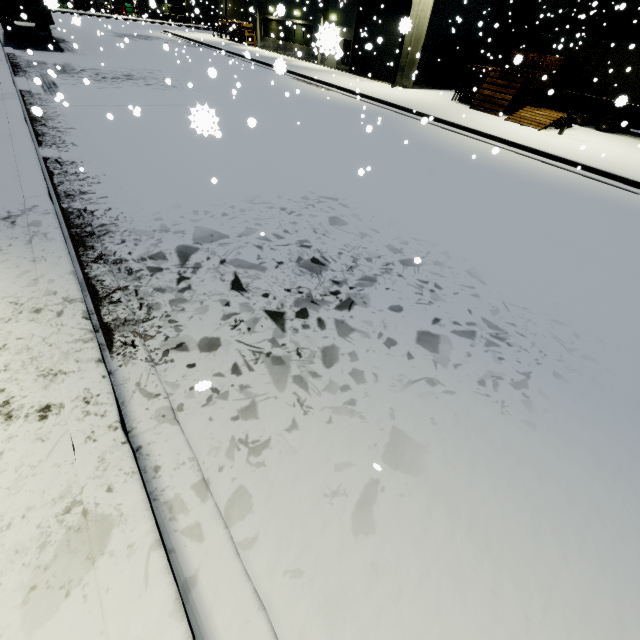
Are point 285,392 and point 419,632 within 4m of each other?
yes

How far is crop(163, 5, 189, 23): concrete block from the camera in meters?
50.8 m

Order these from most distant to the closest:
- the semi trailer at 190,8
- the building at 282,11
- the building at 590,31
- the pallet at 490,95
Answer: the building at 590,31
the semi trailer at 190,8
the building at 282,11
the pallet at 490,95

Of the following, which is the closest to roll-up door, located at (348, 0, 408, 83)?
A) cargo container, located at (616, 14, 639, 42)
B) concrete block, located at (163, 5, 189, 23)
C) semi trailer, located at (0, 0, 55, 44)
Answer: cargo container, located at (616, 14, 639, 42)

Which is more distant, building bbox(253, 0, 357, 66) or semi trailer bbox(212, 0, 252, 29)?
semi trailer bbox(212, 0, 252, 29)

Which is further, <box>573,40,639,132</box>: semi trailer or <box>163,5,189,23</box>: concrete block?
<box>163,5,189,23</box>: concrete block

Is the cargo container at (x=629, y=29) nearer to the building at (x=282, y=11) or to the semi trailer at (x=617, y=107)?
the semi trailer at (x=617, y=107)

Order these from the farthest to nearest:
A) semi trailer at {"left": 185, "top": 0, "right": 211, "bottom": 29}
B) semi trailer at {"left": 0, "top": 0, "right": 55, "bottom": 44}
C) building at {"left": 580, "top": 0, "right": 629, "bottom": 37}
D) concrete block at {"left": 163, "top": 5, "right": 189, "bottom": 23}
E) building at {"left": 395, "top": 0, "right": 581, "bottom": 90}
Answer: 1. concrete block at {"left": 163, "top": 5, "right": 189, "bottom": 23}
2. building at {"left": 580, "top": 0, "right": 629, "bottom": 37}
3. semi trailer at {"left": 185, "top": 0, "right": 211, "bottom": 29}
4. building at {"left": 395, "top": 0, "right": 581, "bottom": 90}
5. semi trailer at {"left": 0, "top": 0, "right": 55, "bottom": 44}
